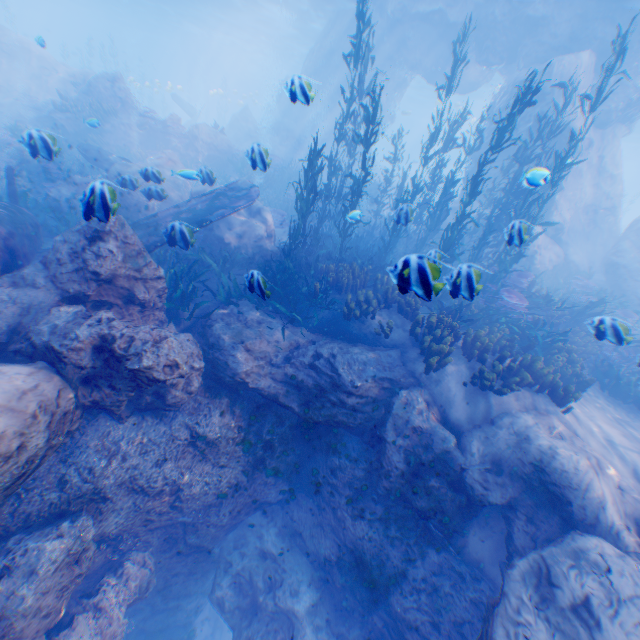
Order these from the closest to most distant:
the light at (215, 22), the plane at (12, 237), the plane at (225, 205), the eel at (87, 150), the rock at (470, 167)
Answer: the plane at (12, 237) → the plane at (225, 205) → the eel at (87, 150) → the rock at (470, 167) → the light at (215, 22)

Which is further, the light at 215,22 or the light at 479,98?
the light at 479,98

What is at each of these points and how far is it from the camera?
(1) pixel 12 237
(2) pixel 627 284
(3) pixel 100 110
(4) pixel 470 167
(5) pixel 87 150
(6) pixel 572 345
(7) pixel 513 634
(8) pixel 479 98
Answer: (1) plane, 6.66m
(2) rock, 14.92m
(3) instancedfoliageactor, 17.61m
(4) rock, 19.50m
(5) eel, 13.35m
(6) instancedfoliageactor, 9.21m
(7) rock, 4.40m
(8) light, 39.44m

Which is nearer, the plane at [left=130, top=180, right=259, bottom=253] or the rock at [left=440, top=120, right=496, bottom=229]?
the plane at [left=130, top=180, right=259, bottom=253]

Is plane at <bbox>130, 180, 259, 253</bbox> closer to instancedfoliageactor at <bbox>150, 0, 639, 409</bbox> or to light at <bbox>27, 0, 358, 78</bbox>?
instancedfoliageactor at <bbox>150, 0, 639, 409</bbox>

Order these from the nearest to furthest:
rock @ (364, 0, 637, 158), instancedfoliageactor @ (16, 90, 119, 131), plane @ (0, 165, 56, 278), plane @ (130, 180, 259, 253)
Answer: plane @ (0, 165, 56, 278)
plane @ (130, 180, 259, 253)
rock @ (364, 0, 637, 158)
instancedfoliageactor @ (16, 90, 119, 131)

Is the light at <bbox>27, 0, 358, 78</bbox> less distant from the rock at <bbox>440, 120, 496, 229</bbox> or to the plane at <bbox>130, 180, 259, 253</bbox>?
the rock at <bbox>440, 120, 496, 229</bbox>

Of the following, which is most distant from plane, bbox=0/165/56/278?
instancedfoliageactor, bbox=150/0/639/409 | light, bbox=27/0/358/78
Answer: light, bbox=27/0/358/78
